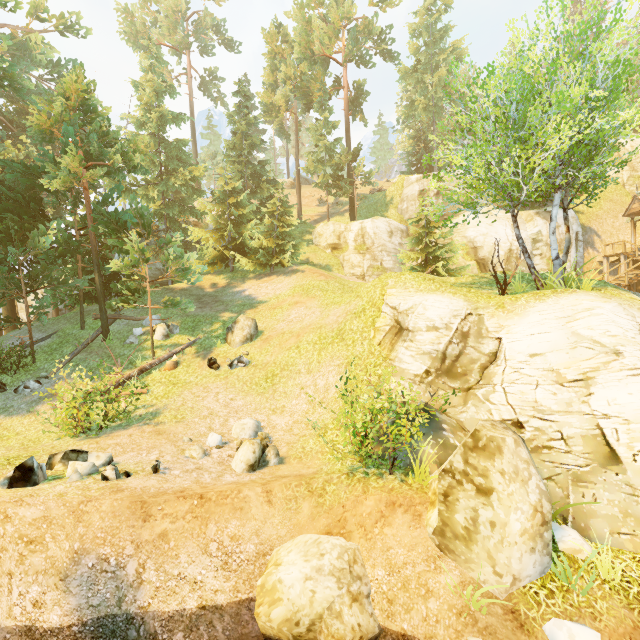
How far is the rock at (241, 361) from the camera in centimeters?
1554cm

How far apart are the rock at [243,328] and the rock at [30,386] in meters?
8.4 m

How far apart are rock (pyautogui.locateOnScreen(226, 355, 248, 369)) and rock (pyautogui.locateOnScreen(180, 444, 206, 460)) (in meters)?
5.79

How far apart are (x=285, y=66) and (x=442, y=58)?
16.3m

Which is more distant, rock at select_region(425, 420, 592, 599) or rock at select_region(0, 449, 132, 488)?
rock at select_region(0, 449, 132, 488)

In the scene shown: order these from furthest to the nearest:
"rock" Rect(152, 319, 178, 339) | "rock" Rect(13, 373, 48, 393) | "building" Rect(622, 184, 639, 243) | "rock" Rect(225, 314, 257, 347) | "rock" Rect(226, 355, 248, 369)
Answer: "building" Rect(622, 184, 639, 243) → "rock" Rect(152, 319, 178, 339) → "rock" Rect(225, 314, 257, 347) → "rock" Rect(226, 355, 248, 369) → "rock" Rect(13, 373, 48, 393)

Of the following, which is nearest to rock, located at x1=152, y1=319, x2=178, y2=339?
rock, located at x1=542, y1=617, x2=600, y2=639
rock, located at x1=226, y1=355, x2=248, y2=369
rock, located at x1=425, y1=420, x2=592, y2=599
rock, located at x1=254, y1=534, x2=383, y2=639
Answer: rock, located at x1=226, y1=355, x2=248, y2=369

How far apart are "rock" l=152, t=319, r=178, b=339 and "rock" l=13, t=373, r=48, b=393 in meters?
5.3
